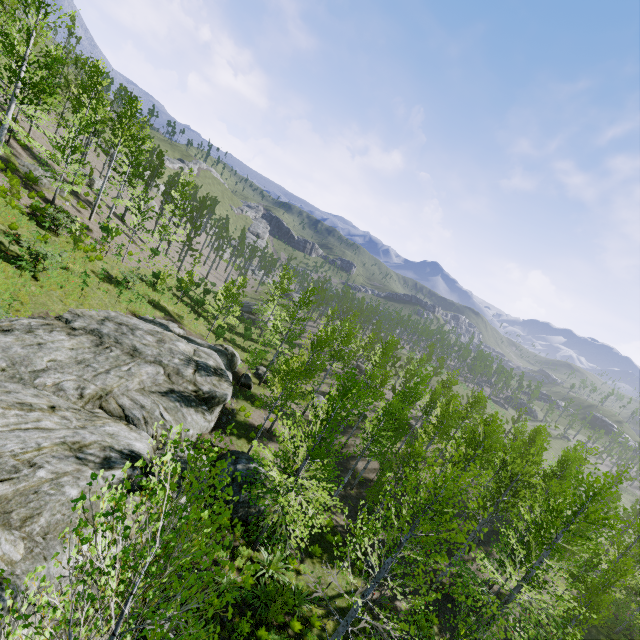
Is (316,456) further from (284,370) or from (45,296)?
(45,296)

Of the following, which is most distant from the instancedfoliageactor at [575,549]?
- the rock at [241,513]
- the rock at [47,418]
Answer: the rock at [241,513]

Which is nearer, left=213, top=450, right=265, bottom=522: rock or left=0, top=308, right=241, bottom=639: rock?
left=0, top=308, right=241, bottom=639: rock

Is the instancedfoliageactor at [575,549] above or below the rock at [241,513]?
above

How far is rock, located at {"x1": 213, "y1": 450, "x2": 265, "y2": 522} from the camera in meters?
15.1

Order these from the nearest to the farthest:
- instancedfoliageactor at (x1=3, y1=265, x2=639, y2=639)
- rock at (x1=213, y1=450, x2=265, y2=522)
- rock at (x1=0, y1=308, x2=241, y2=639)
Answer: instancedfoliageactor at (x1=3, y1=265, x2=639, y2=639) → rock at (x1=0, y1=308, x2=241, y2=639) → rock at (x1=213, y1=450, x2=265, y2=522)

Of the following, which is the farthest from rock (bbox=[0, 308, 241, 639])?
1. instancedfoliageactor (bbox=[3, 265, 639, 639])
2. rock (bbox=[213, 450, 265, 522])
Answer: rock (bbox=[213, 450, 265, 522])
